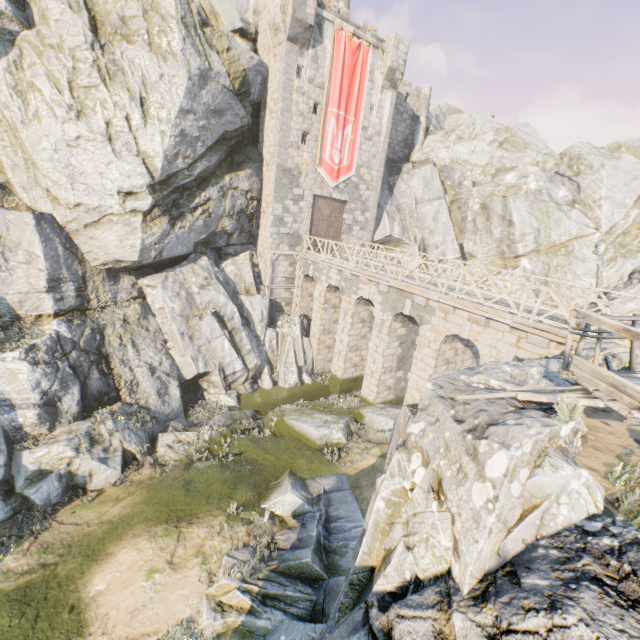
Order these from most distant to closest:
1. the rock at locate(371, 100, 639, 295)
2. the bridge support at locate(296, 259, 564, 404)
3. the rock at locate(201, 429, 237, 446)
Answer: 1. the rock at locate(371, 100, 639, 295)
2. the rock at locate(201, 429, 237, 446)
3. the bridge support at locate(296, 259, 564, 404)

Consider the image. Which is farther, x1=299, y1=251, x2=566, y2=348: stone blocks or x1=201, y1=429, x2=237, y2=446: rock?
x1=201, y1=429, x2=237, y2=446: rock

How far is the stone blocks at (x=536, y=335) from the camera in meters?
10.4

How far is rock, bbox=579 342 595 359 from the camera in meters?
7.9

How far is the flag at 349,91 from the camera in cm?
1994

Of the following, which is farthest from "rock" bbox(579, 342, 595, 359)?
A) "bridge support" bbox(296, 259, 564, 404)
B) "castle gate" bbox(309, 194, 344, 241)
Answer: "castle gate" bbox(309, 194, 344, 241)

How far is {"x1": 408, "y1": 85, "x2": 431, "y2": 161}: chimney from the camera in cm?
2798

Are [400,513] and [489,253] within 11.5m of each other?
no
